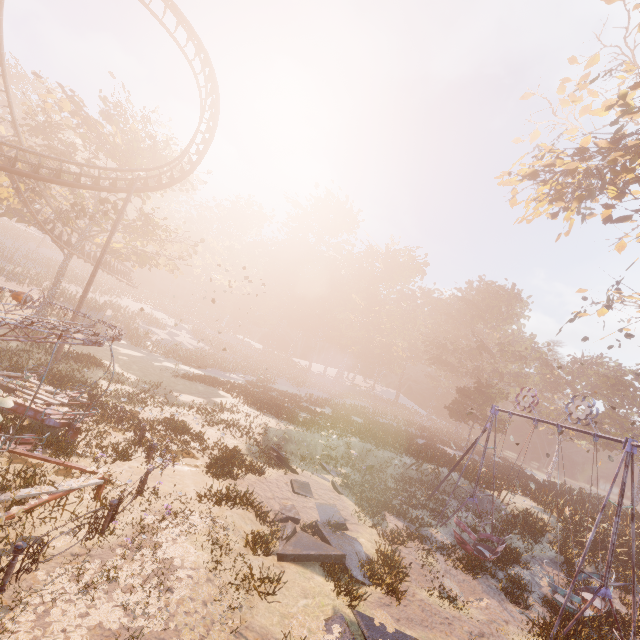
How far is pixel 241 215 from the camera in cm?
5972

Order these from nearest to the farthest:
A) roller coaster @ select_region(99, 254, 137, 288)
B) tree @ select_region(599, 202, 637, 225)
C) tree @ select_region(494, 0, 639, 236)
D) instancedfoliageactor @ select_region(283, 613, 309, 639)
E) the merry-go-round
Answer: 1. instancedfoliageactor @ select_region(283, 613, 309, 639)
2. the merry-go-round
3. tree @ select_region(494, 0, 639, 236)
4. tree @ select_region(599, 202, 637, 225)
5. roller coaster @ select_region(99, 254, 137, 288)

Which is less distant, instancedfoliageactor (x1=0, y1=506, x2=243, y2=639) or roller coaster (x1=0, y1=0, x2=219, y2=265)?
instancedfoliageactor (x1=0, y1=506, x2=243, y2=639)

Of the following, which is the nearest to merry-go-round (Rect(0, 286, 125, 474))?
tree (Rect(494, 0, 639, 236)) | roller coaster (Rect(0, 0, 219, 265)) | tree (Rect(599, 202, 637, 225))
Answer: roller coaster (Rect(0, 0, 219, 265))

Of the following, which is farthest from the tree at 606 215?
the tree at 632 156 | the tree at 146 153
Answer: the tree at 146 153

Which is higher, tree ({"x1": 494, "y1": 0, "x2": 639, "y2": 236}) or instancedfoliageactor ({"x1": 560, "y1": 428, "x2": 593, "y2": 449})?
tree ({"x1": 494, "y1": 0, "x2": 639, "y2": 236})

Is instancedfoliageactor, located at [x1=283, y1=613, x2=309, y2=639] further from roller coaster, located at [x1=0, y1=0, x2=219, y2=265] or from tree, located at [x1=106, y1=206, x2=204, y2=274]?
tree, located at [x1=106, y1=206, x2=204, y2=274]

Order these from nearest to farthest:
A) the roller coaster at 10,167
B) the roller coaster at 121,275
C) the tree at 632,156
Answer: the tree at 632,156 < the roller coaster at 10,167 < the roller coaster at 121,275
